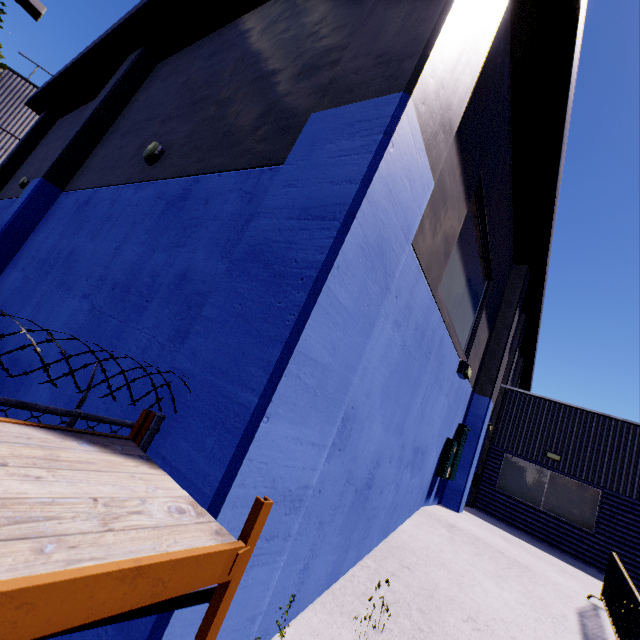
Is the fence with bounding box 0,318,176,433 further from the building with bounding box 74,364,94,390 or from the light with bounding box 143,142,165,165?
the light with bounding box 143,142,165,165

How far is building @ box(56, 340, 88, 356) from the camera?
4.2 meters

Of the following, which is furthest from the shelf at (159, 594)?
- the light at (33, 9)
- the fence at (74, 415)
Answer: the light at (33, 9)

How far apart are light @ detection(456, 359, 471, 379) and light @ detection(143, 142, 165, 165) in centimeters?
703cm

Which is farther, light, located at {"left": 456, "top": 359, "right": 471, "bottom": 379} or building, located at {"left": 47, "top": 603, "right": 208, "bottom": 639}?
light, located at {"left": 456, "top": 359, "right": 471, "bottom": 379}

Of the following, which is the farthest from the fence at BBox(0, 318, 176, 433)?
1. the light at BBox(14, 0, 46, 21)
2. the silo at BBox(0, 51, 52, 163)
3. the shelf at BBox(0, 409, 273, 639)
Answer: the silo at BBox(0, 51, 52, 163)

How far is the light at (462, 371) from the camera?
6.41m

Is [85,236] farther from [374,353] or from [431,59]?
[431,59]
